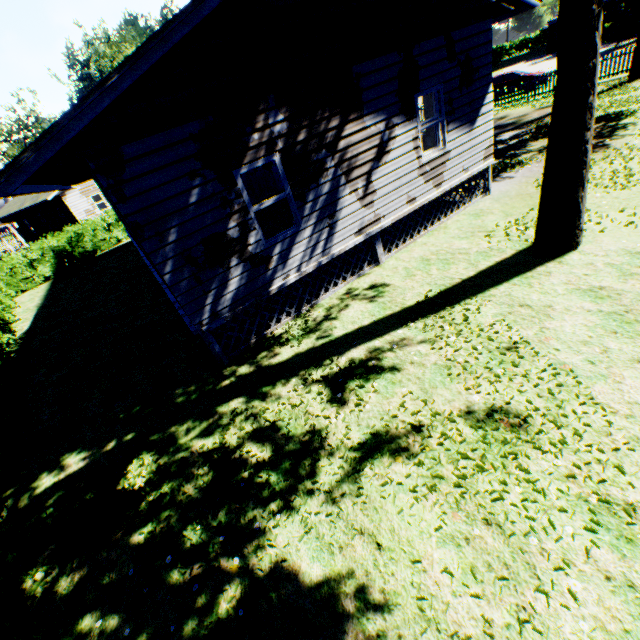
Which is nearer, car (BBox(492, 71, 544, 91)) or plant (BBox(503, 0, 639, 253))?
plant (BBox(503, 0, 639, 253))

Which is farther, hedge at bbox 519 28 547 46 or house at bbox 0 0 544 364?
hedge at bbox 519 28 547 46

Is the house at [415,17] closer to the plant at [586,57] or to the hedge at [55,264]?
the plant at [586,57]

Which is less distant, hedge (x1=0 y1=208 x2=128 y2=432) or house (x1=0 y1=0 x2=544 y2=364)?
house (x1=0 y1=0 x2=544 y2=364)

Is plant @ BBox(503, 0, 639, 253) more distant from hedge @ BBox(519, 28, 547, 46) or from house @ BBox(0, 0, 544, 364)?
hedge @ BBox(519, 28, 547, 46)

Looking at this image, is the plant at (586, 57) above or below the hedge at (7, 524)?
below

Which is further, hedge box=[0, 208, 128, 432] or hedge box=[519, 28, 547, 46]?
hedge box=[519, 28, 547, 46]

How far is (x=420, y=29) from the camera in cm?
726
